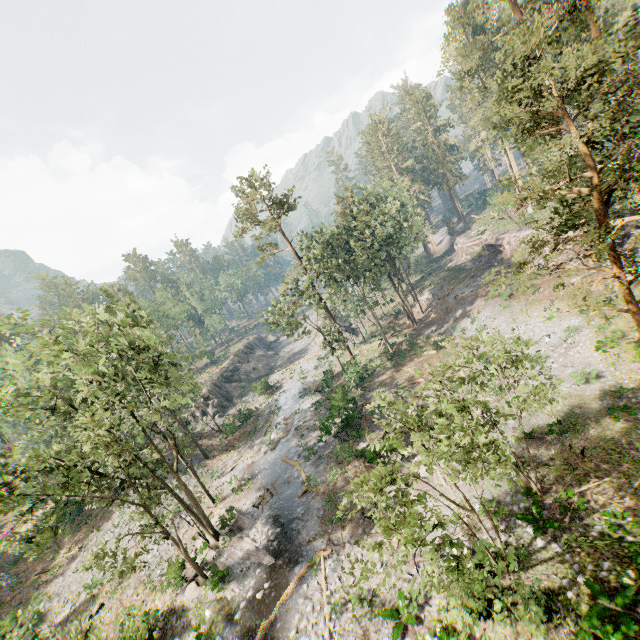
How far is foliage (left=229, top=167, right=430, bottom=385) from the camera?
33.1m

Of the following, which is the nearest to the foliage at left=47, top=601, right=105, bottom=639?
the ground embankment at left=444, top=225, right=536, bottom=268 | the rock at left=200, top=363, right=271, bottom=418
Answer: the ground embankment at left=444, top=225, right=536, bottom=268

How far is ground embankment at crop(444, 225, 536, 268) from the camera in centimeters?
4222cm

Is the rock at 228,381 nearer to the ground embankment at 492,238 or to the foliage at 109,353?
the foliage at 109,353

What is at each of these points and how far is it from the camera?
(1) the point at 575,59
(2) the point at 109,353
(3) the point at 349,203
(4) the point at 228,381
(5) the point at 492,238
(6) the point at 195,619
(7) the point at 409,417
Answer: (1) foliage, 59.2m
(2) foliage, 22.2m
(3) foliage, 40.2m
(4) rock, 55.1m
(5) ground embankment, 46.8m
(6) foliage, 18.8m
(7) foliage, 12.3m

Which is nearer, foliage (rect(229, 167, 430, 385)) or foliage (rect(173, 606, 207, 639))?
foliage (rect(173, 606, 207, 639))

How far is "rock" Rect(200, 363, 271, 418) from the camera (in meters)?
46.78

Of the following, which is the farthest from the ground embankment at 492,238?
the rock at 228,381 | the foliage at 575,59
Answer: the rock at 228,381
